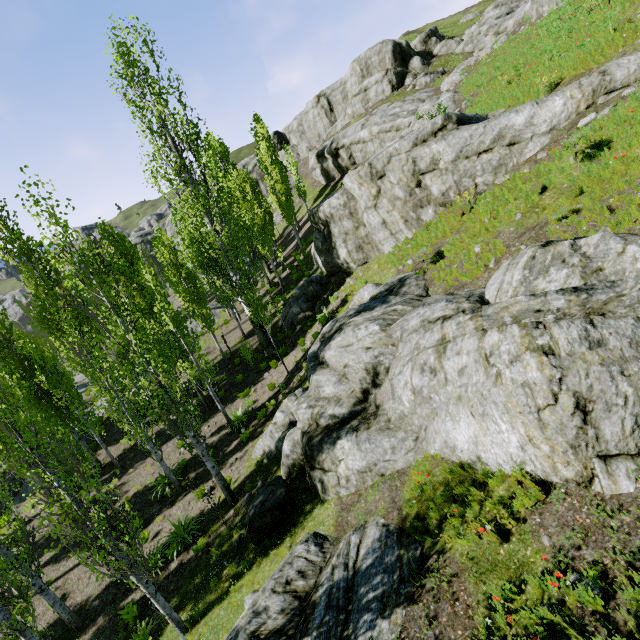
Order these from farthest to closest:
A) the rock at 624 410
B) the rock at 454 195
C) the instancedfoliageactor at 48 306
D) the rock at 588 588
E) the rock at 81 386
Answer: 1. the rock at 81 386
2. the rock at 454 195
3. the instancedfoliageactor at 48 306
4. the rock at 624 410
5. the rock at 588 588

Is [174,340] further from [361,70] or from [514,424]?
[361,70]

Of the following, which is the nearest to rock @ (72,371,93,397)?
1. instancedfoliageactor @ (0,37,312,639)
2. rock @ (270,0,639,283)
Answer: instancedfoliageactor @ (0,37,312,639)

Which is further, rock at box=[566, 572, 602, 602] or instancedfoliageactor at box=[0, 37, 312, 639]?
instancedfoliageactor at box=[0, 37, 312, 639]

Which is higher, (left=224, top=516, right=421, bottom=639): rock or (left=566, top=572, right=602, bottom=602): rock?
(left=566, top=572, right=602, bottom=602): rock

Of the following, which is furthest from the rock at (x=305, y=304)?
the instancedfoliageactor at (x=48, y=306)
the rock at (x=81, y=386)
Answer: the rock at (x=81, y=386)

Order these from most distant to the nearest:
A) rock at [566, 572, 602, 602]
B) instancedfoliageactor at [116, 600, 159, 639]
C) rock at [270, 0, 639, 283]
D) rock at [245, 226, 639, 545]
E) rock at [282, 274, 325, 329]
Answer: rock at [282, 274, 325, 329]
rock at [270, 0, 639, 283]
instancedfoliageactor at [116, 600, 159, 639]
rock at [245, 226, 639, 545]
rock at [566, 572, 602, 602]
